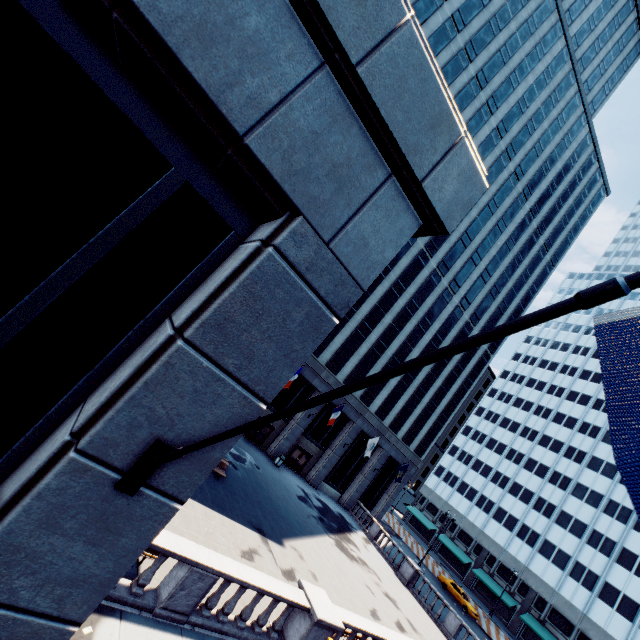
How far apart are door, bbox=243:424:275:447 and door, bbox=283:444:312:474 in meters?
3.0 m

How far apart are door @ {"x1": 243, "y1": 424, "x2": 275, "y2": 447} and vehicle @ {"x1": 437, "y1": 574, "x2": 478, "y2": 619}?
30.3m

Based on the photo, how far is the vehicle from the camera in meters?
36.4

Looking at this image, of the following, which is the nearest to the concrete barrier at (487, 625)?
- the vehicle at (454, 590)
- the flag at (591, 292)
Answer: the vehicle at (454, 590)

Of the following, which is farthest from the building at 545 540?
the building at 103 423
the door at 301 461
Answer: the door at 301 461

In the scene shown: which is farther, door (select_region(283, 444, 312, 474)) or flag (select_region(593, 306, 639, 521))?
door (select_region(283, 444, 312, 474))

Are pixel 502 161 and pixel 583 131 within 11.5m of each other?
no

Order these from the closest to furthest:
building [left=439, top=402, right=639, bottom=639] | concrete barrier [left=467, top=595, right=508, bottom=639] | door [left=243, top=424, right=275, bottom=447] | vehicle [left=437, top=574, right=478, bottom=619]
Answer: door [left=243, top=424, right=275, bottom=447] → concrete barrier [left=467, top=595, right=508, bottom=639] → vehicle [left=437, top=574, right=478, bottom=619] → building [left=439, top=402, right=639, bottom=639]
